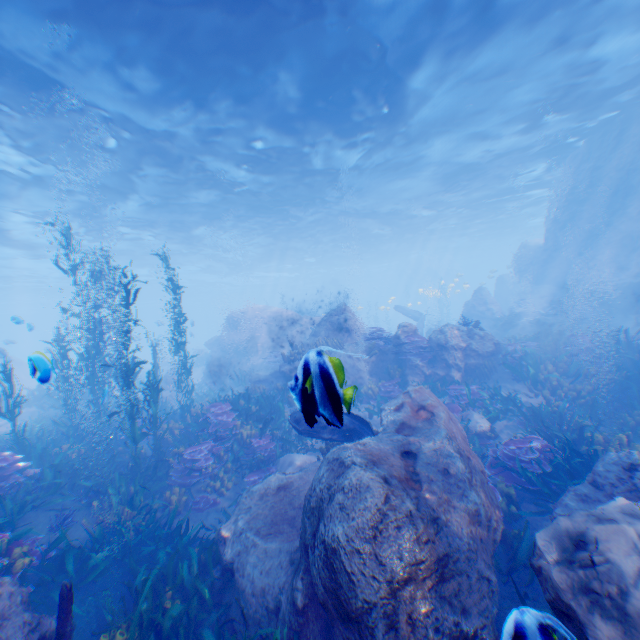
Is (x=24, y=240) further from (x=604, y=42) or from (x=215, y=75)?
(x=604, y=42)

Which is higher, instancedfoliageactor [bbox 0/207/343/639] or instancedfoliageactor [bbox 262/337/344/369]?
instancedfoliageactor [bbox 262/337/344/369]

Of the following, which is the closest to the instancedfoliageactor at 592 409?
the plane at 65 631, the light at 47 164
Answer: the plane at 65 631

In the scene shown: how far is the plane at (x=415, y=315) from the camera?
25.2 meters

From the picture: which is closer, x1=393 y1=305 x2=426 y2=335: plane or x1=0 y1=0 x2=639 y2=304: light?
x1=0 y1=0 x2=639 y2=304: light

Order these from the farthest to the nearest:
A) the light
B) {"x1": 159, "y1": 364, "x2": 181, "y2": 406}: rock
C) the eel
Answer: {"x1": 159, "y1": 364, "x2": 181, "y2": 406}: rock → the light → the eel

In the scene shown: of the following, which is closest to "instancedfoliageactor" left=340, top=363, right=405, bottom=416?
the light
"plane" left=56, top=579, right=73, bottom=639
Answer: "plane" left=56, top=579, right=73, bottom=639

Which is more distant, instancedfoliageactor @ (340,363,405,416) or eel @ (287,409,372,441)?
instancedfoliageactor @ (340,363,405,416)
